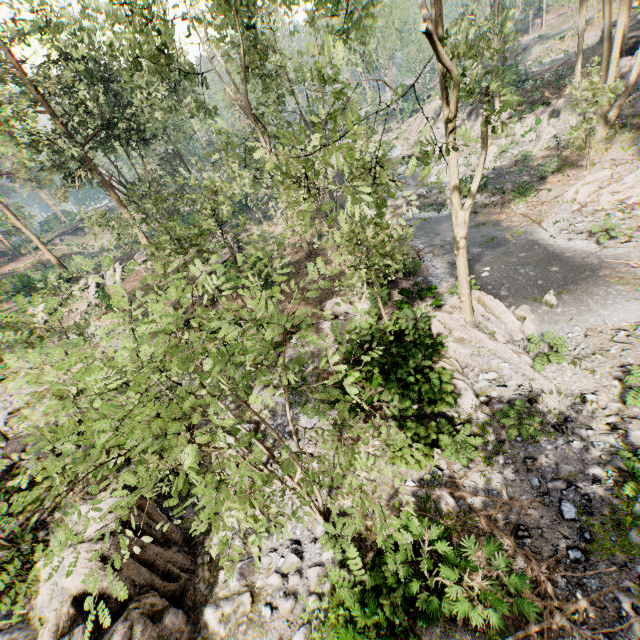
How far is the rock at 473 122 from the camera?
32.9m

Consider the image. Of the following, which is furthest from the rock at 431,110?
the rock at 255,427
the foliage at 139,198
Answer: the rock at 255,427

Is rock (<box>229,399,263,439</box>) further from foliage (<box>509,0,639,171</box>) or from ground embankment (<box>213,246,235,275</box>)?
ground embankment (<box>213,246,235,275</box>)

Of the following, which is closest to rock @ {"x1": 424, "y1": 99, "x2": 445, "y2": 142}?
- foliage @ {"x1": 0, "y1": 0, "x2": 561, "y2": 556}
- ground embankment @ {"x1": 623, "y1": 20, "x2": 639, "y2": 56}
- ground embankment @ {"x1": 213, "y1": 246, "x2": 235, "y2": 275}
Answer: foliage @ {"x1": 0, "y1": 0, "x2": 561, "y2": 556}

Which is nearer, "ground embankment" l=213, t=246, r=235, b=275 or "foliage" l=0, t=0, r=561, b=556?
"foliage" l=0, t=0, r=561, b=556

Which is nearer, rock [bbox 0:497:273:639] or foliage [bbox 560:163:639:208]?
rock [bbox 0:497:273:639]

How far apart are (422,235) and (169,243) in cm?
1630

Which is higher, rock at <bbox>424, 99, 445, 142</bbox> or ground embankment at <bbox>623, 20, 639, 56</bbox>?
ground embankment at <bbox>623, 20, 639, 56</bbox>
